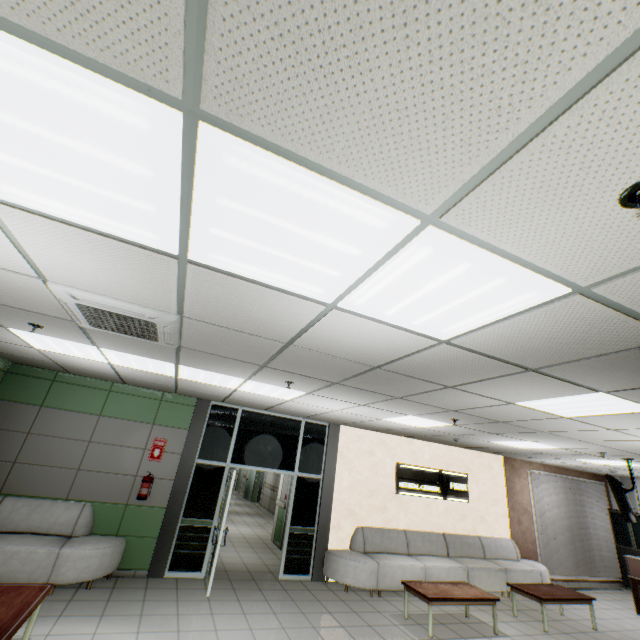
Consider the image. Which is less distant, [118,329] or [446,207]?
[446,207]

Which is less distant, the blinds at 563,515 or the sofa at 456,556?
the sofa at 456,556

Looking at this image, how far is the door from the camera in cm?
1732

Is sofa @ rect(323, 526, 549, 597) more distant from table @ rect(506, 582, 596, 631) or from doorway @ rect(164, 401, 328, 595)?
table @ rect(506, 582, 596, 631)

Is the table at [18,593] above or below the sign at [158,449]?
below

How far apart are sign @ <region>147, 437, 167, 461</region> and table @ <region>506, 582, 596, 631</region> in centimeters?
775cm

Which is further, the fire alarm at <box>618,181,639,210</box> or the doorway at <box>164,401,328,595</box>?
the doorway at <box>164,401,328,595</box>

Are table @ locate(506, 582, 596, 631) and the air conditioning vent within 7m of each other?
no
